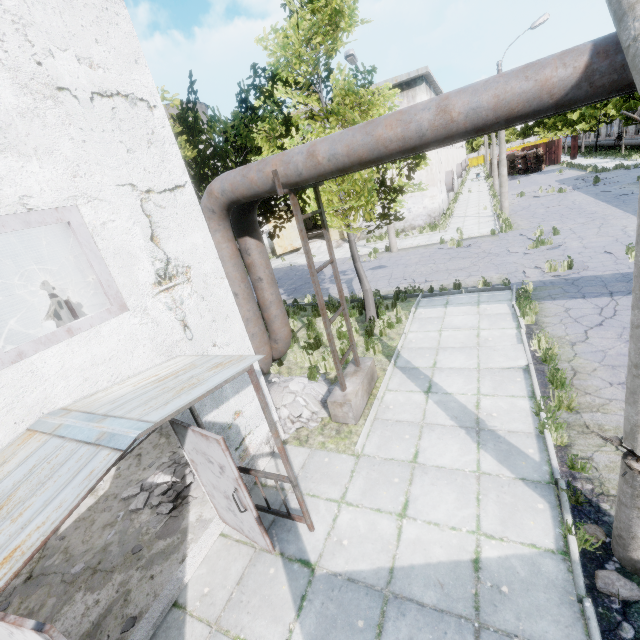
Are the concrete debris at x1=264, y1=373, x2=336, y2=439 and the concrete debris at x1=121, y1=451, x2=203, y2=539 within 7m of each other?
yes

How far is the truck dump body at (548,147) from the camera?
43.2m

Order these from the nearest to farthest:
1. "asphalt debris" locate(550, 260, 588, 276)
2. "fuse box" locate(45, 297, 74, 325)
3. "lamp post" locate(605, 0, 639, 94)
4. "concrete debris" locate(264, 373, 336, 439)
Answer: "lamp post" locate(605, 0, 639, 94), "concrete debris" locate(264, 373, 336, 439), "asphalt debris" locate(550, 260, 588, 276), "fuse box" locate(45, 297, 74, 325)

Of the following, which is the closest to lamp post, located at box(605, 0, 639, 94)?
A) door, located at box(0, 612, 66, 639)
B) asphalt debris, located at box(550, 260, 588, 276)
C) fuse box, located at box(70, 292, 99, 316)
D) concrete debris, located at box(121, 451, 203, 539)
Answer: door, located at box(0, 612, 66, 639)

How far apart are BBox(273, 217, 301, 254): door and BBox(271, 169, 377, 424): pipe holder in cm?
2234

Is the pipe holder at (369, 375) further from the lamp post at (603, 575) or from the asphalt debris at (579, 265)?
the asphalt debris at (579, 265)

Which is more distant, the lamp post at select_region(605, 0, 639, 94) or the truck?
the truck

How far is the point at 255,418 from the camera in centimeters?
619cm
